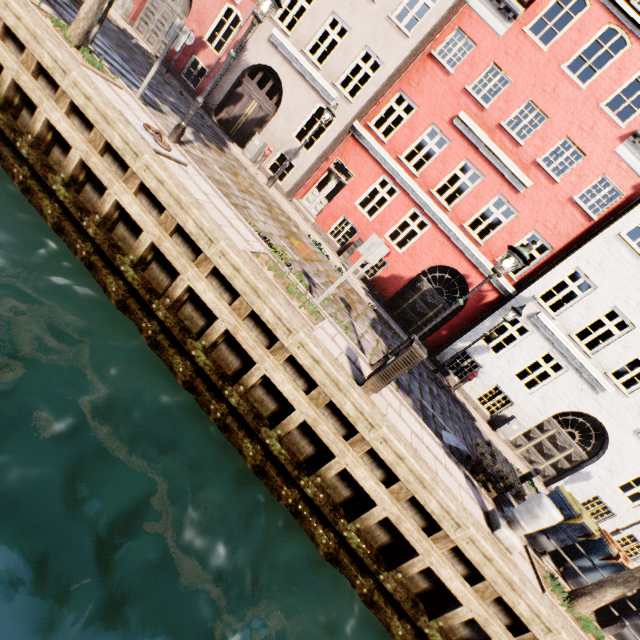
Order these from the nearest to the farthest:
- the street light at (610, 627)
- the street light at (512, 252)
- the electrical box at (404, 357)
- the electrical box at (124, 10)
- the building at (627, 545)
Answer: the electrical box at (404, 357)
the street light at (512, 252)
the street light at (610, 627)
the building at (627, 545)
the electrical box at (124, 10)

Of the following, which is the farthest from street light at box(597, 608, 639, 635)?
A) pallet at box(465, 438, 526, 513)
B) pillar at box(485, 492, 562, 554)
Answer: pillar at box(485, 492, 562, 554)

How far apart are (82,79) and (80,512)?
6.8 meters

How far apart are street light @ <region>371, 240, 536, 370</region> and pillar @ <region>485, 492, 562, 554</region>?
3.3m

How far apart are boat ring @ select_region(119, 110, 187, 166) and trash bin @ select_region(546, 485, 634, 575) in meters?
11.0 m

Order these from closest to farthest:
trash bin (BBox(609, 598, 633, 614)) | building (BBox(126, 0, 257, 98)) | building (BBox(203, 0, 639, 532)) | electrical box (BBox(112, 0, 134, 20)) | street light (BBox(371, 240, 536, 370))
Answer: street light (BBox(371, 240, 536, 370)), trash bin (BBox(609, 598, 633, 614)), building (BBox(203, 0, 639, 532)), building (BBox(126, 0, 257, 98)), electrical box (BBox(112, 0, 134, 20))

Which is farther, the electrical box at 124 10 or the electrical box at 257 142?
the electrical box at 124 10

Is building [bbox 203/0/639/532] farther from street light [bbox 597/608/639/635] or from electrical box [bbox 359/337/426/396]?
electrical box [bbox 359/337/426/396]
